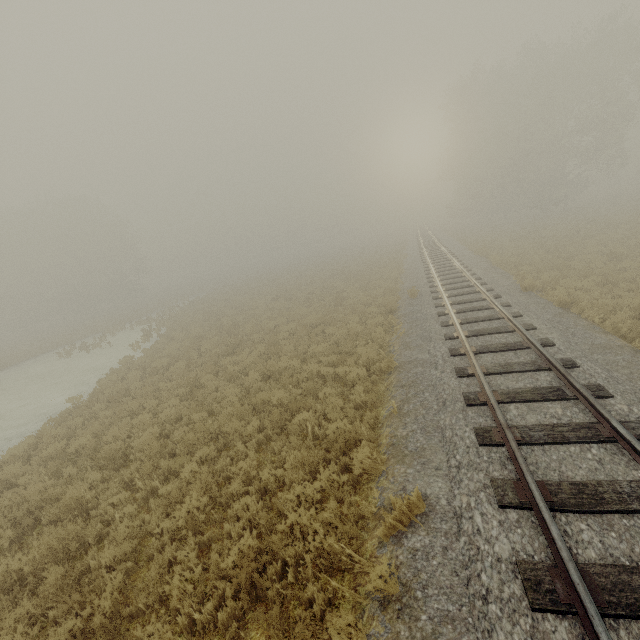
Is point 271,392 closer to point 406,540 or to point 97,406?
point 406,540
